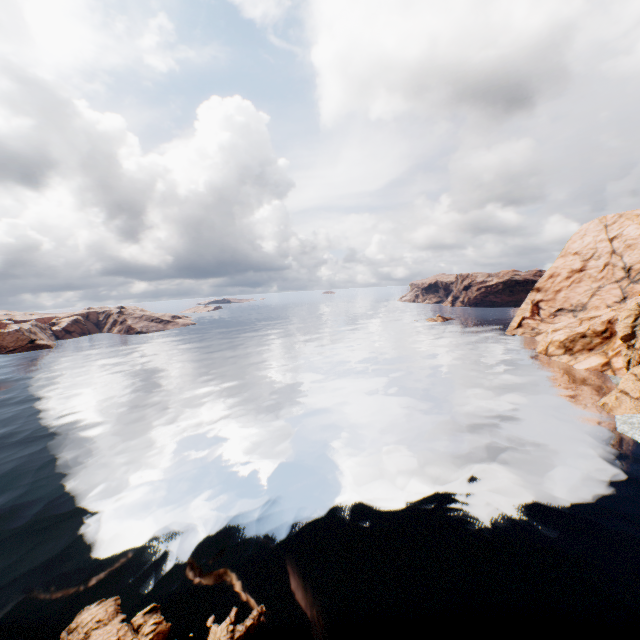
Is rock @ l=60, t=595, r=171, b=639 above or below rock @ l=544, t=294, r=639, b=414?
below

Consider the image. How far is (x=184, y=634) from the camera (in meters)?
15.55

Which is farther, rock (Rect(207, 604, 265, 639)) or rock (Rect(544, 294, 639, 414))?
rock (Rect(544, 294, 639, 414))

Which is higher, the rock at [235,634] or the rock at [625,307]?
the rock at [625,307]
